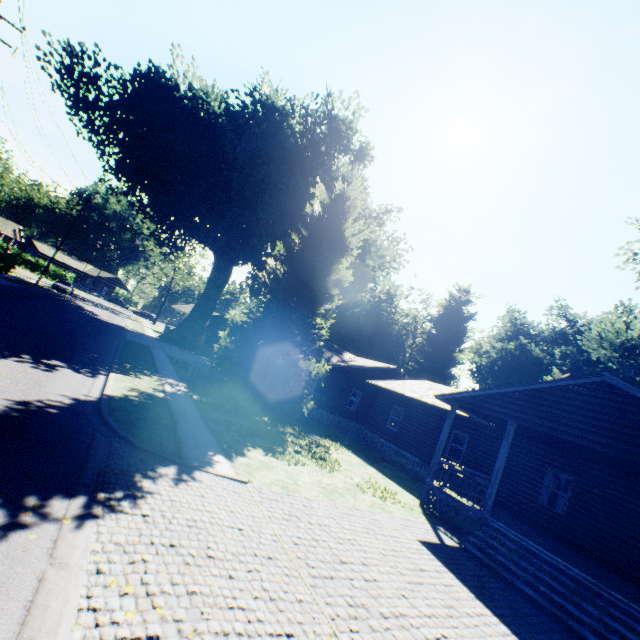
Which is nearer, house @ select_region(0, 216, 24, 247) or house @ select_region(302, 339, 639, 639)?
house @ select_region(302, 339, 639, 639)

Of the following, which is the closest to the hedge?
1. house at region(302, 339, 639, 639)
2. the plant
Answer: Answer: the plant

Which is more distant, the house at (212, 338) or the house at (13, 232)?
the house at (13, 232)

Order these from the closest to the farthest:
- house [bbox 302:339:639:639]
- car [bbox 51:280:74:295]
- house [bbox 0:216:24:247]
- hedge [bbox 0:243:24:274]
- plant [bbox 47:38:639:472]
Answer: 1. house [bbox 302:339:639:639]
2. plant [bbox 47:38:639:472]
3. hedge [bbox 0:243:24:274]
4. car [bbox 51:280:74:295]
5. house [bbox 0:216:24:247]

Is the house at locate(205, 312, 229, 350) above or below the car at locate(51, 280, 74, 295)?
above

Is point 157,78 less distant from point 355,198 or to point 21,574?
point 355,198

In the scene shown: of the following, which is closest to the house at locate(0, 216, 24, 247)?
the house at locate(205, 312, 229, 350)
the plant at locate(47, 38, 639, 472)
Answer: the plant at locate(47, 38, 639, 472)

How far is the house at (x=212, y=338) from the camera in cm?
5025
